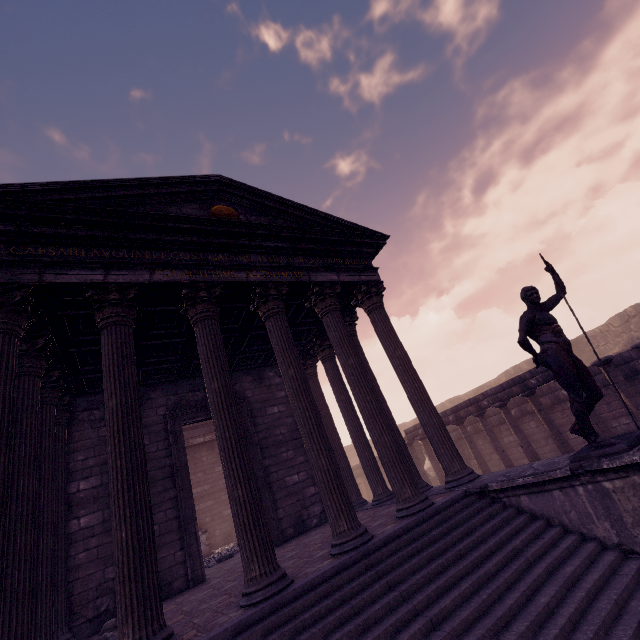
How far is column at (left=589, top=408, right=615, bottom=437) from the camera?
8.8m

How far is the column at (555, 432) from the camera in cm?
972

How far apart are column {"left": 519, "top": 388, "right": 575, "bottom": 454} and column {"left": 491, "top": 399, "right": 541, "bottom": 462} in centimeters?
55cm

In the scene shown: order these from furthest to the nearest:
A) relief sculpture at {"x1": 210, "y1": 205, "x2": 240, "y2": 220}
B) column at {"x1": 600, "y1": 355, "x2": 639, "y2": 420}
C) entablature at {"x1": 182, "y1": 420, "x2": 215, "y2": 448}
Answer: entablature at {"x1": 182, "y1": 420, "x2": 215, "y2": 448}
column at {"x1": 600, "y1": 355, "x2": 639, "y2": 420}
relief sculpture at {"x1": 210, "y1": 205, "x2": 240, "y2": 220}

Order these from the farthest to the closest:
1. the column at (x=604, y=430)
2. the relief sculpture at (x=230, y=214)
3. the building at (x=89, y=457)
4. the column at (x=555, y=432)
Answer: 1. the column at (x=555, y=432)
2. the column at (x=604, y=430)
3. the relief sculpture at (x=230, y=214)
4. the building at (x=89, y=457)

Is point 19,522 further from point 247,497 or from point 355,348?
point 355,348

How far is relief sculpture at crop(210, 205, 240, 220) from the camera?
6.93m

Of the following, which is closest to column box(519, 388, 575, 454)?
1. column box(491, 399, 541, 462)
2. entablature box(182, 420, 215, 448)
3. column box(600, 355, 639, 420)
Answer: column box(491, 399, 541, 462)
